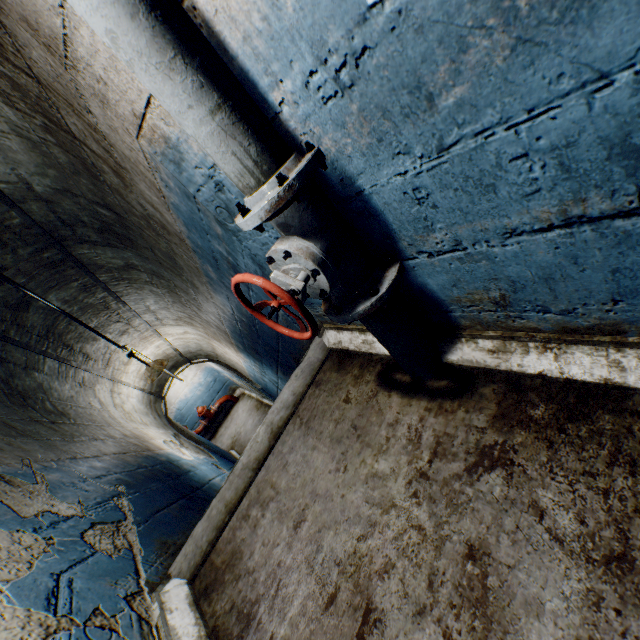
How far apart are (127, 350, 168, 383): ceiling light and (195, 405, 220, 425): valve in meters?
5.3

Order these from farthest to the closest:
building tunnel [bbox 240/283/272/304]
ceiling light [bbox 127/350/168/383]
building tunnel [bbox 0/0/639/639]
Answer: ceiling light [bbox 127/350/168/383], building tunnel [bbox 240/283/272/304], building tunnel [bbox 0/0/639/639]

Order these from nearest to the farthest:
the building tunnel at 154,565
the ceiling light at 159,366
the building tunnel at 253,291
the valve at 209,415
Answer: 1. the building tunnel at 154,565
2. the building tunnel at 253,291
3. the ceiling light at 159,366
4. the valve at 209,415

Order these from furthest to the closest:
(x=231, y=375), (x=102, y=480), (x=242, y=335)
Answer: (x=231, y=375)
(x=242, y=335)
(x=102, y=480)

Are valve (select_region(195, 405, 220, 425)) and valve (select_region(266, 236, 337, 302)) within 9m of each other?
no

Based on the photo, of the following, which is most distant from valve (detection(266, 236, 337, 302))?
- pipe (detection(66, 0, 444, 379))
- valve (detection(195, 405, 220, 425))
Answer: valve (detection(195, 405, 220, 425))

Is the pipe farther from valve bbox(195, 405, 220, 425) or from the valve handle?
valve bbox(195, 405, 220, 425)

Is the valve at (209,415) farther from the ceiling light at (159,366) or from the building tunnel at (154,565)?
the ceiling light at (159,366)
